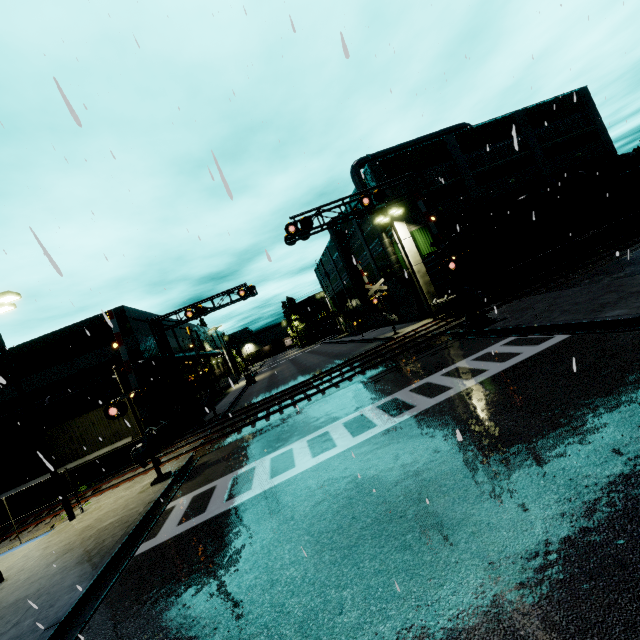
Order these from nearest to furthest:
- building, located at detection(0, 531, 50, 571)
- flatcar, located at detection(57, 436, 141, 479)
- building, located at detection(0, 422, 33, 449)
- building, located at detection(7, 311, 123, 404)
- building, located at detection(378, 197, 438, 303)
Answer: building, located at detection(0, 531, 50, 571)
flatcar, located at detection(57, 436, 141, 479)
building, located at detection(0, 422, 33, 449)
building, located at detection(7, 311, 123, 404)
building, located at detection(378, 197, 438, 303)

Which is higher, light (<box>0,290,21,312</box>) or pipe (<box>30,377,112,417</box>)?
light (<box>0,290,21,312</box>)

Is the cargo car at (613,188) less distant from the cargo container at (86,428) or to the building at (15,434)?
the cargo container at (86,428)

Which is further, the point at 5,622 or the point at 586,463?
the point at 5,622

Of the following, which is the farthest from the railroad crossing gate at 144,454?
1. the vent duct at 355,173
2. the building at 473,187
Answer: the vent duct at 355,173

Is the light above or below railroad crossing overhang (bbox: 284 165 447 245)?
above

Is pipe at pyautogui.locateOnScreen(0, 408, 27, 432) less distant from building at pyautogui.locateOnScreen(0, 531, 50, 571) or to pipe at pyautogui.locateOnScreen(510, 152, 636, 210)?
building at pyautogui.locateOnScreen(0, 531, 50, 571)

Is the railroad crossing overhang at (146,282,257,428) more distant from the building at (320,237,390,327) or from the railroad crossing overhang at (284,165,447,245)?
the railroad crossing overhang at (284,165,447,245)
